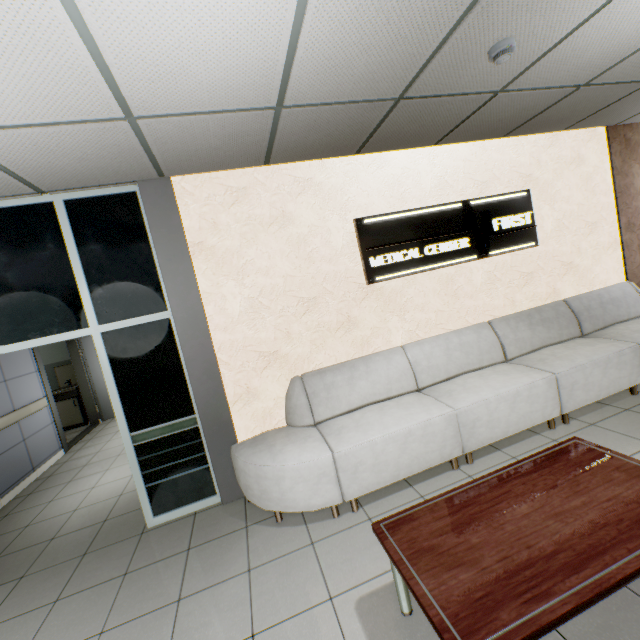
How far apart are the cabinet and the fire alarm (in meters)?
9.41

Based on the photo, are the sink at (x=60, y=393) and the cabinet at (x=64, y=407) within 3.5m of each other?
yes

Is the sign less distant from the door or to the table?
the table

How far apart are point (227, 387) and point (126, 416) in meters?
1.0

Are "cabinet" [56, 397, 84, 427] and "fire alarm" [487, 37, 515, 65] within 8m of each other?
no

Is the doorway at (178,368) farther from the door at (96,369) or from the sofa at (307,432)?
the door at (96,369)

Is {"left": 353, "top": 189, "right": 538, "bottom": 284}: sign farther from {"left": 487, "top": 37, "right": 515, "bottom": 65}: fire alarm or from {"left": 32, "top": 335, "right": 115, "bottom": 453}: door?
{"left": 32, "top": 335, "right": 115, "bottom": 453}: door

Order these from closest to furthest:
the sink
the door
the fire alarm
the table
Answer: the table < the fire alarm < the door < the sink
